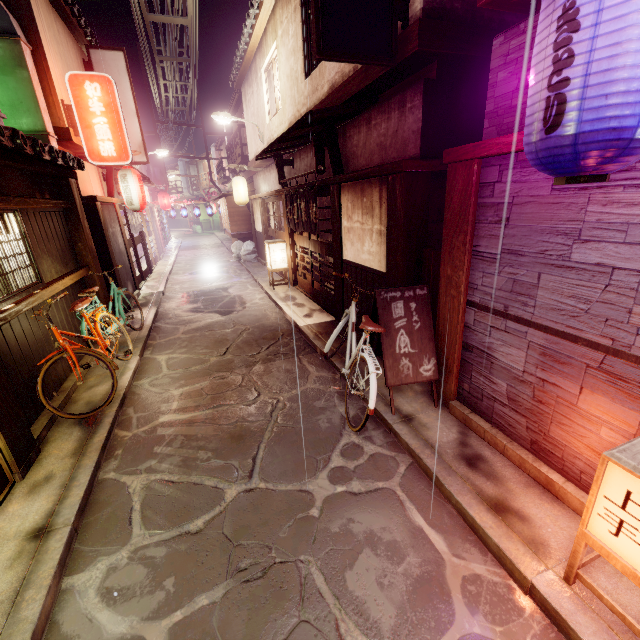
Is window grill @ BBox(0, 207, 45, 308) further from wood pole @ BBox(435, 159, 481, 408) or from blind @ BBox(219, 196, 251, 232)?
blind @ BBox(219, 196, 251, 232)

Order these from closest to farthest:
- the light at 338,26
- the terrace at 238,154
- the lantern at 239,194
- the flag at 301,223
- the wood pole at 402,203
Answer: the light at 338,26, the wood pole at 402,203, the flag at 301,223, the lantern at 239,194, the terrace at 238,154

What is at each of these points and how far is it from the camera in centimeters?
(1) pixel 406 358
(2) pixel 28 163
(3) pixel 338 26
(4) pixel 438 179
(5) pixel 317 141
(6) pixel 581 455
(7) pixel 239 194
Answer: (1) sign, 732cm
(2) wood bar, 819cm
(3) light, 663cm
(4) house, 796cm
(5) wood base, 1123cm
(6) house, 482cm
(7) lantern, 2416cm

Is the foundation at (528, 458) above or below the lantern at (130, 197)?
below

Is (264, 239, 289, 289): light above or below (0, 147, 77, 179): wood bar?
below

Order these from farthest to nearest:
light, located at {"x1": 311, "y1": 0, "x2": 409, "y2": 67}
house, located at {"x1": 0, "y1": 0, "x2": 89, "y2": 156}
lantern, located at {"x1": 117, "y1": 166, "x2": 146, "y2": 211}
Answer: lantern, located at {"x1": 117, "y1": 166, "x2": 146, "y2": 211}, house, located at {"x1": 0, "y1": 0, "x2": 89, "y2": 156}, light, located at {"x1": 311, "y1": 0, "x2": 409, "y2": 67}

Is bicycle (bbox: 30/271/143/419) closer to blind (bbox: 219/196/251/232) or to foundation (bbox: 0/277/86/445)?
foundation (bbox: 0/277/86/445)

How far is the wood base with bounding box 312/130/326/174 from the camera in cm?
1119
